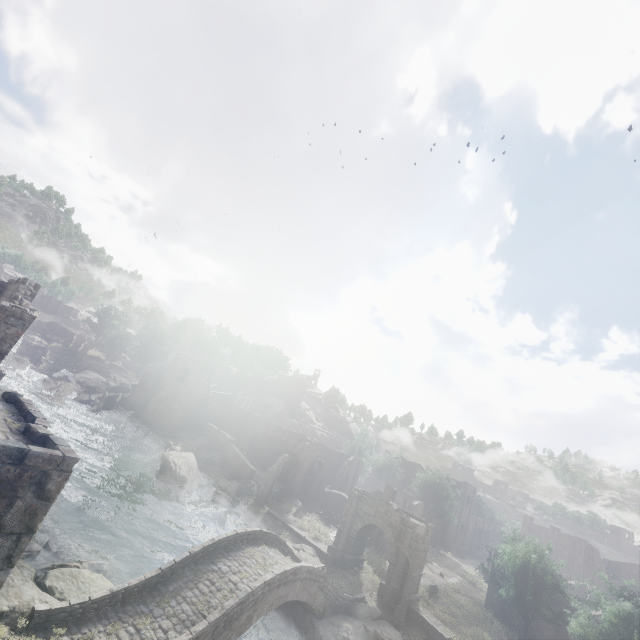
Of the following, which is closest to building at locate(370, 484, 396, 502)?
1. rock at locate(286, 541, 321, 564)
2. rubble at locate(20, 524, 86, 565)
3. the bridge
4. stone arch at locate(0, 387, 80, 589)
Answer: stone arch at locate(0, 387, 80, 589)

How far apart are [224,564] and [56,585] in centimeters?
706cm

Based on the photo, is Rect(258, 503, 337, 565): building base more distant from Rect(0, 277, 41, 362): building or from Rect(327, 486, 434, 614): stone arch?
Rect(0, 277, 41, 362): building

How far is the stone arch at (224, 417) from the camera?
53.44m

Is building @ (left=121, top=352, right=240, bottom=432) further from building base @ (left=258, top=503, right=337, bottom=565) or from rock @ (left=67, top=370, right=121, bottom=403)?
building base @ (left=258, top=503, right=337, bottom=565)

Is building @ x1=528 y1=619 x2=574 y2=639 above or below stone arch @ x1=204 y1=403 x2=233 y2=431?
below

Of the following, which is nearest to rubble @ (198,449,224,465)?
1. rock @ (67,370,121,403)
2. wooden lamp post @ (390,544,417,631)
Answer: rock @ (67,370,121,403)

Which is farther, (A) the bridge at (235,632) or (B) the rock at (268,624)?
(B) the rock at (268,624)
